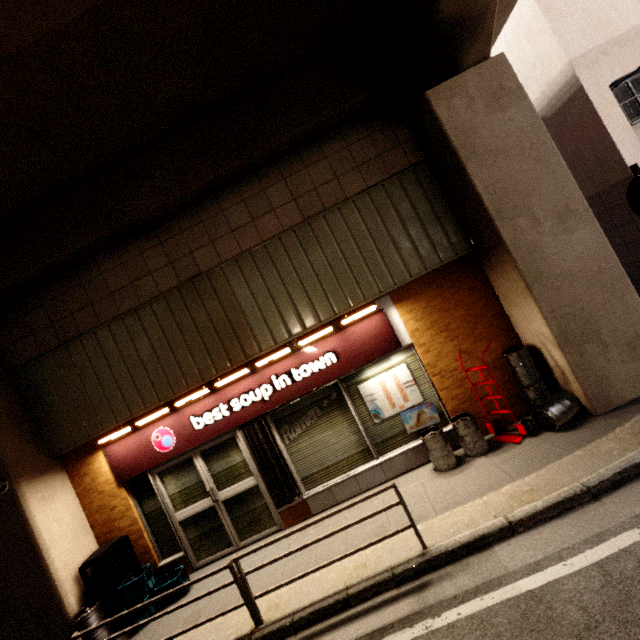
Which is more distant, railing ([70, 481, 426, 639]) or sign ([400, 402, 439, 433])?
sign ([400, 402, 439, 433])

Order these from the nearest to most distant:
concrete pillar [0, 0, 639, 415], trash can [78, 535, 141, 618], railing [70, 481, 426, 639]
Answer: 1. railing [70, 481, 426, 639]
2. concrete pillar [0, 0, 639, 415]
3. trash can [78, 535, 141, 618]

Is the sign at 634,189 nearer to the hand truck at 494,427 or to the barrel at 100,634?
the hand truck at 494,427

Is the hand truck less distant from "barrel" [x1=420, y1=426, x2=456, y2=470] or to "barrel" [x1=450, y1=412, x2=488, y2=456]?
"barrel" [x1=450, y1=412, x2=488, y2=456]

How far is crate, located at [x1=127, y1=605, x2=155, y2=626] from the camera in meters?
4.9 m

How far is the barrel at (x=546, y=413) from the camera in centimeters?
480cm

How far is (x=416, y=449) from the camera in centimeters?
569cm

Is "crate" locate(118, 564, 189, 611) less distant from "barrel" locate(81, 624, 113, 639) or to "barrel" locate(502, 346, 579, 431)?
"barrel" locate(81, 624, 113, 639)
